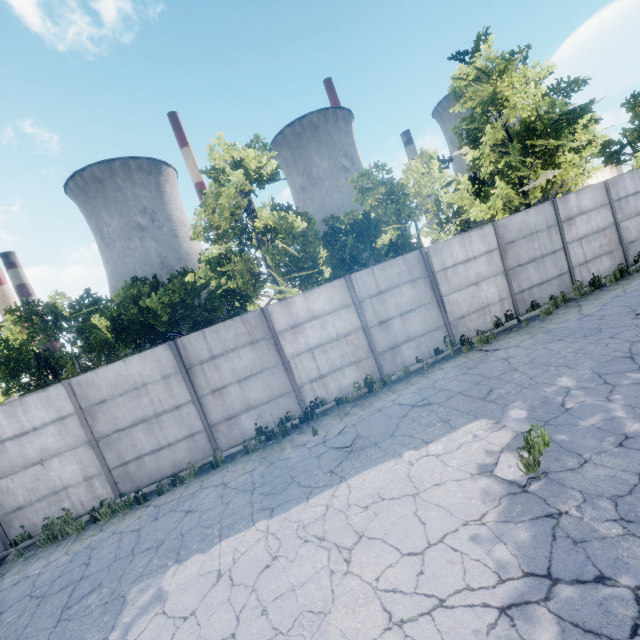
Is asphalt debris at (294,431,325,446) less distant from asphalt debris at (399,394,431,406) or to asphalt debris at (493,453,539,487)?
asphalt debris at (399,394,431,406)

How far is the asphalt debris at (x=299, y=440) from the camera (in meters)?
→ 8.35

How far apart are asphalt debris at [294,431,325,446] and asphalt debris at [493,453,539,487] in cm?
390

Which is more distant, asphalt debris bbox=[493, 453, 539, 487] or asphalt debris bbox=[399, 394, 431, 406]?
asphalt debris bbox=[399, 394, 431, 406]

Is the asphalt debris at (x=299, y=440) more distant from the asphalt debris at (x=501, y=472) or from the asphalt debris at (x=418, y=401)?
the asphalt debris at (x=501, y=472)

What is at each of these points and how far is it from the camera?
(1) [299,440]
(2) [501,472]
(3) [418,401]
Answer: (1) asphalt debris, 8.6 meters
(2) asphalt debris, 5.0 meters
(3) asphalt debris, 8.3 meters

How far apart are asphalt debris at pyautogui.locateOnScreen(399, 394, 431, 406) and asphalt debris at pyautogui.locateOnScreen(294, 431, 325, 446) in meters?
1.6 m

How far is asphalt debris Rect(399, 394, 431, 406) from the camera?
8.1 meters
